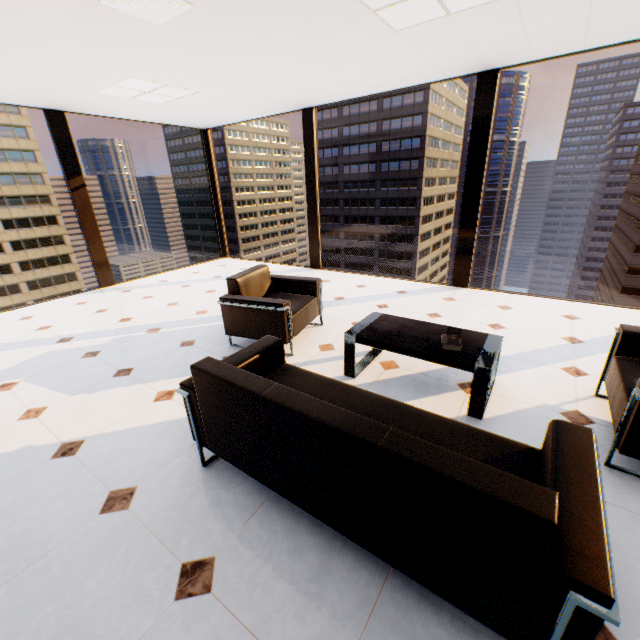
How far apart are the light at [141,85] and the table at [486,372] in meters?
4.1 m

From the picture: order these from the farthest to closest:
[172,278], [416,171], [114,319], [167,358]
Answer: [416,171] → [172,278] → [114,319] → [167,358]

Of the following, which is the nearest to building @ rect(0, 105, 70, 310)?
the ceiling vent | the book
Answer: the ceiling vent

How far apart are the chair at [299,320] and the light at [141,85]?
2.8m

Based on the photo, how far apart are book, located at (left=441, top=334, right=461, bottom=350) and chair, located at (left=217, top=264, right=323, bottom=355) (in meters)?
1.49

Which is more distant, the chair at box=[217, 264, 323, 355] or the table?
the chair at box=[217, 264, 323, 355]

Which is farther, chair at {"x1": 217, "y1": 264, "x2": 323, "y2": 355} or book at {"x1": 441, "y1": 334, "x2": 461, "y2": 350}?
chair at {"x1": 217, "y1": 264, "x2": 323, "y2": 355}

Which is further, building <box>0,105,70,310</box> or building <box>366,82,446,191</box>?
building <box>366,82,446,191</box>
